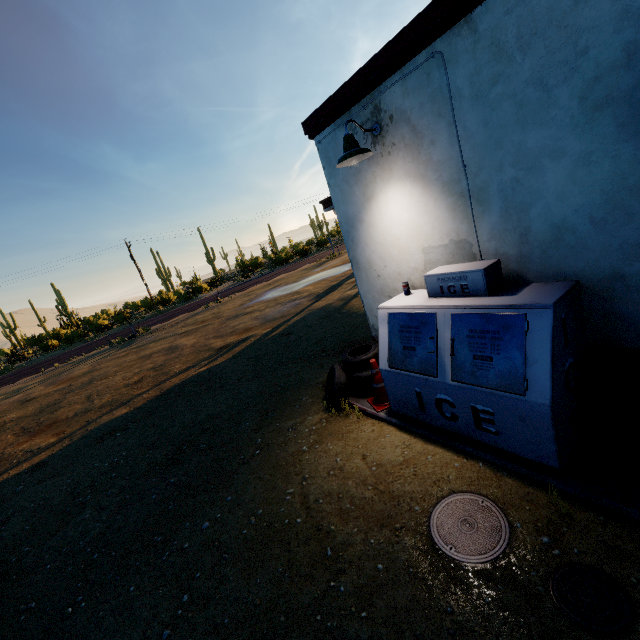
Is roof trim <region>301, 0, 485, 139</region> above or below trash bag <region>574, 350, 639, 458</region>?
above

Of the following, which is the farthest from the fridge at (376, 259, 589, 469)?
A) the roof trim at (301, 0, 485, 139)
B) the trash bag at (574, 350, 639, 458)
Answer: the roof trim at (301, 0, 485, 139)

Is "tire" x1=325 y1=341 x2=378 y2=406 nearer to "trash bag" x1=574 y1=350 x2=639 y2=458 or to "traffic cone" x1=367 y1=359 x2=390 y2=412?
"traffic cone" x1=367 y1=359 x2=390 y2=412

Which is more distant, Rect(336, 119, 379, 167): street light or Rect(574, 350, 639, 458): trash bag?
Rect(336, 119, 379, 167): street light

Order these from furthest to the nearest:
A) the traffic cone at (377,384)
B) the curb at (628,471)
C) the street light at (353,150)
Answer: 1. the traffic cone at (377,384)
2. the street light at (353,150)
3. the curb at (628,471)

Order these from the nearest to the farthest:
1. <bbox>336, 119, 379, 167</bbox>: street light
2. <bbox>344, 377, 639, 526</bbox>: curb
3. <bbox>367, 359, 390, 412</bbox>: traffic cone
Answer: <bbox>344, 377, 639, 526</bbox>: curb → <bbox>336, 119, 379, 167</bbox>: street light → <bbox>367, 359, 390, 412</bbox>: traffic cone

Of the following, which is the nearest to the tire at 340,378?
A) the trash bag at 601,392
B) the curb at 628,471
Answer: the curb at 628,471

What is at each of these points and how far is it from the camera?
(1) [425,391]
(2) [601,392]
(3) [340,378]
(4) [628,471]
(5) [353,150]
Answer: (1) fridge, 3.8 meters
(2) trash bag, 2.8 meters
(3) tire, 5.1 meters
(4) curb, 2.7 meters
(5) street light, 3.6 meters
